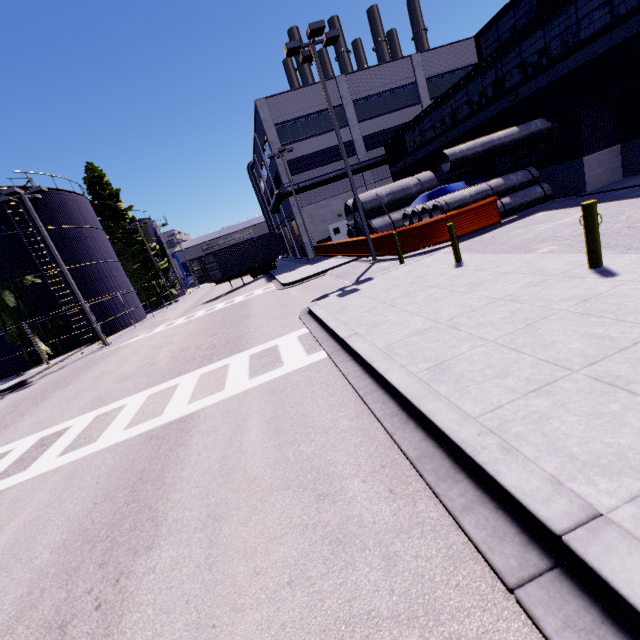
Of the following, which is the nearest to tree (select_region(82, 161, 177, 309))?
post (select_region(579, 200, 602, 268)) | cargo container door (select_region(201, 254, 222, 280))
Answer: post (select_region(579, 200, 602, 268))

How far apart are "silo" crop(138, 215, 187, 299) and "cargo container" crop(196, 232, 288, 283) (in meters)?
20.04

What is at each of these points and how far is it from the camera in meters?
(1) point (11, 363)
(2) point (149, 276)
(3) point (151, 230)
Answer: (1) silo, 21.9
(2) tree, 38.6
(3) silo, 47.1

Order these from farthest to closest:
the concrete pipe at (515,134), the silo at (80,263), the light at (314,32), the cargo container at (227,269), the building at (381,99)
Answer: the cargo container at (227,269) < the silo at (80,263) < the concrete pipe at (515,134) < the light at (314,32) < the building at (381,99)

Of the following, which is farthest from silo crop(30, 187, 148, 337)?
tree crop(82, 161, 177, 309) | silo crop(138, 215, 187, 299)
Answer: silo crop(138, 215, 187, 299)

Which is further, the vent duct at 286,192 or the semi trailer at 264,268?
the vent duct at 286,192

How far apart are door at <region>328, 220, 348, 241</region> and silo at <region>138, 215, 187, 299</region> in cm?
2704

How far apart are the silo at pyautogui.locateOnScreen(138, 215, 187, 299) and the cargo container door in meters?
21.7
